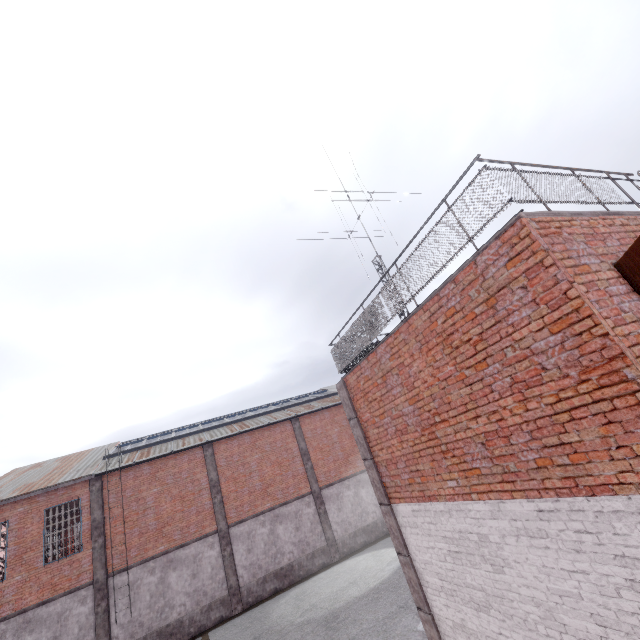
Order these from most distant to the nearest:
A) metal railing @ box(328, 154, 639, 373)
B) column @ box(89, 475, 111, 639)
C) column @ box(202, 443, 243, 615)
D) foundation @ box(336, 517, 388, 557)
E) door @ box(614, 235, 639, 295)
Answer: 1. foundation @ box(336, 517, 388, 557)
2. column @ box(202, 443, 243, 615)
3. column @ box(89, 475, 111, 639)
4. metal railing @ box(328, 154, 639, 373)
5. door @ box(614, 235, 639, 295)

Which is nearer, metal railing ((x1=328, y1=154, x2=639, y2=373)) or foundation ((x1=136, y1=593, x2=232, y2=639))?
metal railing ((x1=328, y1=154, x2=639, y2=373))

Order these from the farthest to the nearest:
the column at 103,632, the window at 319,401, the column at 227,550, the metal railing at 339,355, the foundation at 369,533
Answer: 1. the foundation at 369,533
2. the window at 319,401
3. the column at 227,550
4. the column at 103,632
5. the metal railing at 339,355

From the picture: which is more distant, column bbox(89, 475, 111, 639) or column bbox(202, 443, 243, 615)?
column bbox(202, 443, 243, 615)

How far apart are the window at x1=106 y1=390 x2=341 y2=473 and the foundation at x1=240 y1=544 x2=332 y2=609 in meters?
9.2

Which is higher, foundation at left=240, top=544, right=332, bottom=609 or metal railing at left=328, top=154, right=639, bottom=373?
metal railing at left=328, top=154, right=639, bottom=373

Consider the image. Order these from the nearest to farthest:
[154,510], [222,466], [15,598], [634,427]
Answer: [634,427], [15,598], [154,510], [222,466]

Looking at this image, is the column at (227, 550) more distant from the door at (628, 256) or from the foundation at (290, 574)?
the door at (628, 256)
